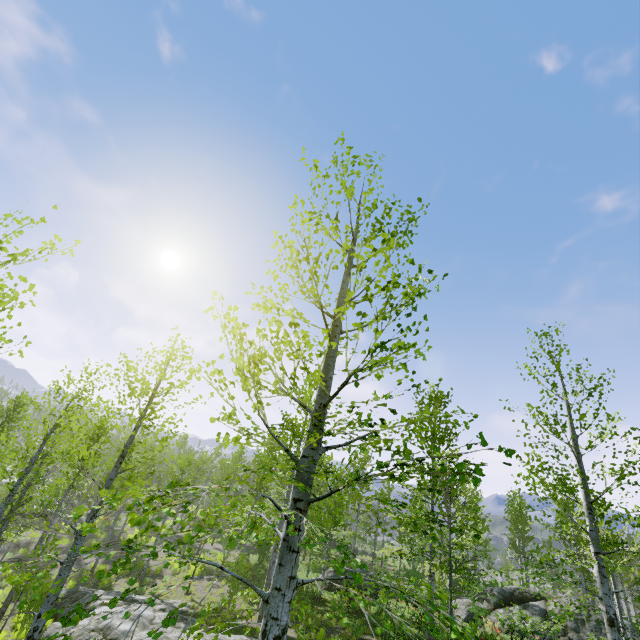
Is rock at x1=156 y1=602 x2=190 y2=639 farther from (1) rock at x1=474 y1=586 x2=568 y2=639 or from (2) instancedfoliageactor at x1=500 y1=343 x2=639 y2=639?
(1) rock at x1=474 y1=586 x2=568 y2=639

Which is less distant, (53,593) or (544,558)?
(53,593)

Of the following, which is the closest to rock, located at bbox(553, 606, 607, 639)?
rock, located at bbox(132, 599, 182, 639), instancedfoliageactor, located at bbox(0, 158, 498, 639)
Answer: instancedfoliageactor, located at bbox(0, 158, 498, 639)

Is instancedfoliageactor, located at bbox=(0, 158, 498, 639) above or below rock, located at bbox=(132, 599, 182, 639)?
above

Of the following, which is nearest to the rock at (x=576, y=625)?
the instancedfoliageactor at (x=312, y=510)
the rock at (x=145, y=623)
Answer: the instancedfoliageactor at (x=312, y=510)

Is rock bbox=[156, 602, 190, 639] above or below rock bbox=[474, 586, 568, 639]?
below
